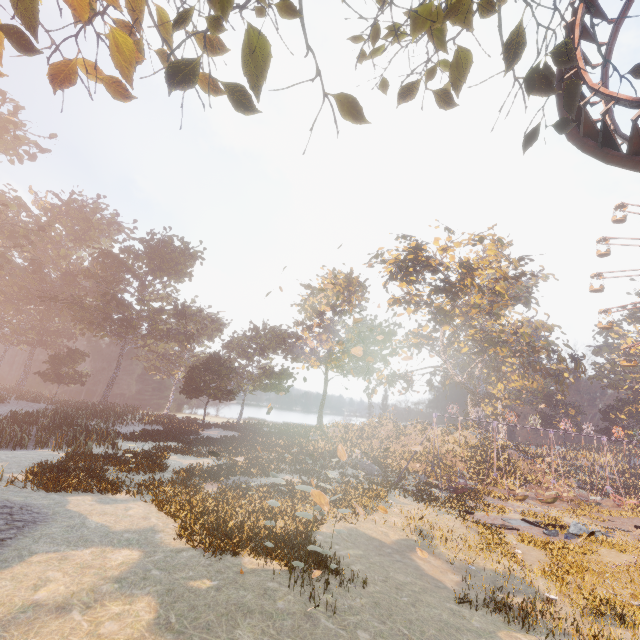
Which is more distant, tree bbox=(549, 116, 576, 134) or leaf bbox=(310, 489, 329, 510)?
tree bbox=(549, 116, 576, 134)

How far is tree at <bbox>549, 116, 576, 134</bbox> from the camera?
6.5m

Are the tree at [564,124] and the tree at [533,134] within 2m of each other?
yes

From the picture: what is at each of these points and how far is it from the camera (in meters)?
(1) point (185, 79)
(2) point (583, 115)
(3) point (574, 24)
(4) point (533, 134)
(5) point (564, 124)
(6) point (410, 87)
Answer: (1) tree, 4.16
(2) roller coaster, 9.45
(3) roller coaster, 10.39
(4) tree, 6.48
(5) tree, 6.55
(6) tree, 5.90

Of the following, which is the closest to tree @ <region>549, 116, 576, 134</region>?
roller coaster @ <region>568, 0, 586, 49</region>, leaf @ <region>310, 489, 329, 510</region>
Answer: roller coaster @ <region>568, 0, 586, 49</region>

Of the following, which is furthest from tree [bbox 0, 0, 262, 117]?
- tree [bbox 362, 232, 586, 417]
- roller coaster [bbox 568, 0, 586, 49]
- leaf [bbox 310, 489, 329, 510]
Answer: tree [bbox 362, 232, 586, 417]

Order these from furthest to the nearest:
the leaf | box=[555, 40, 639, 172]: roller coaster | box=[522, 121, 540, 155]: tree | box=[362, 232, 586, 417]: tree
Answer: box=[362, 232, 586, 417]: tree → box=[555, 40, 639, 172]: roller coaster → box=[522, 121, 540, 155]: tree → the leaf

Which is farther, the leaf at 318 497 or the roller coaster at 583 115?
the roller coaster at 583 115
